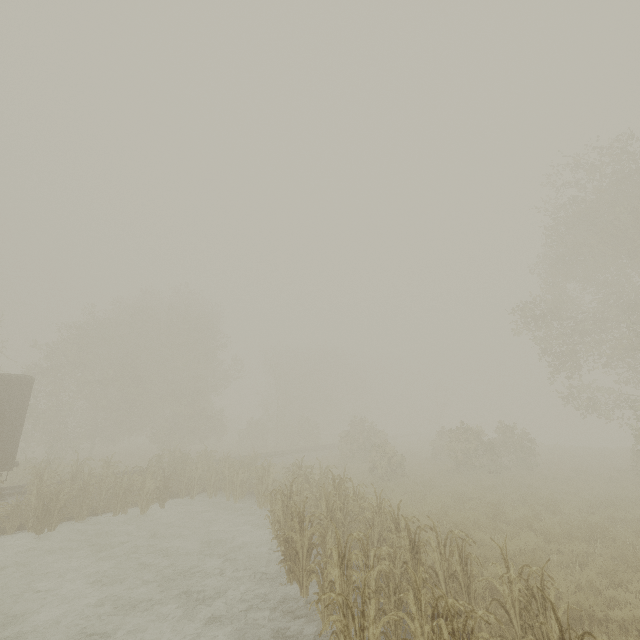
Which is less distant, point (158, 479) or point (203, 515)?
point (203, 515)

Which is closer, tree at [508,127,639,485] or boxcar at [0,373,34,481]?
boxcar at [0,373,34,481]

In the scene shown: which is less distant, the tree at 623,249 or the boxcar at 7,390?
the boxcar at 7,390
